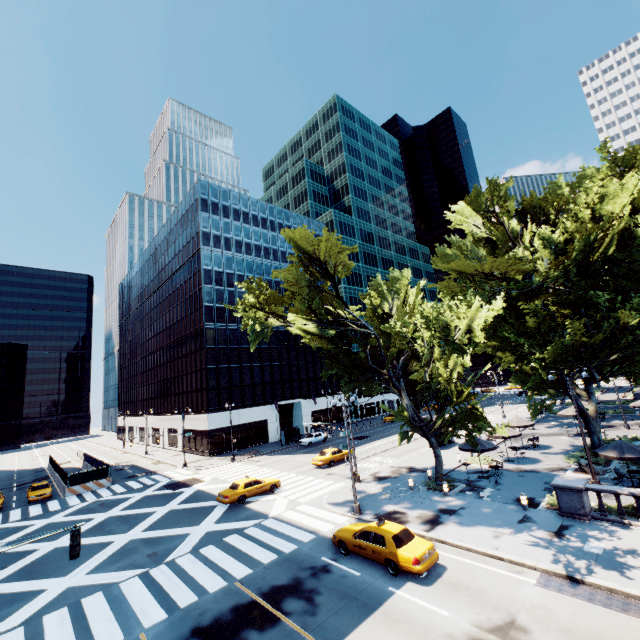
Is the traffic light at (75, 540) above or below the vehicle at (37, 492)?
above

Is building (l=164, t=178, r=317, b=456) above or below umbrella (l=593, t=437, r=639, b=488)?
above

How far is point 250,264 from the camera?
58.41m

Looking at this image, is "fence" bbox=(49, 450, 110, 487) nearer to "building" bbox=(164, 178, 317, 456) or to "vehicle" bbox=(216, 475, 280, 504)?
"building" bbox=(164, 178, 317, 456)

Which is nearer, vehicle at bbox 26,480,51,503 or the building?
vehicle at bbox 26,480,51,503

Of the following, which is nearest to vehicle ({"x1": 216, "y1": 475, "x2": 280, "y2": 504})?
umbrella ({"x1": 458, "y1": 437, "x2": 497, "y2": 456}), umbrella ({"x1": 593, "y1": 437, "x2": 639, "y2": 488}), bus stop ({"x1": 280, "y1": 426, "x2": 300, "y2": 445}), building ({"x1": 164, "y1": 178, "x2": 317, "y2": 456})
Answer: umbrella ({"x1": 458, "y1": 437, "x2": 497, "y2": 456})

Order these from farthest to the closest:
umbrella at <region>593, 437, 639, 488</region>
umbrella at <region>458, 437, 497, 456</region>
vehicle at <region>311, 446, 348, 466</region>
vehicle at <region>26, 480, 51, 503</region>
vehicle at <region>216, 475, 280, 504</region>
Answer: vehicle at <region>311, 446, 348, 466</region>, vehicle at <region>26, 480, 51, 503</region>, vehicle at <region>216, 475, 280, 504</region>, umbrella at <region>458, 437, 497, 456</region>, umbrella at <region>593, 437, 639, 488</region>

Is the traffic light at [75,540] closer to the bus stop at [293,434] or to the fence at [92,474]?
the fence at [92,474]
